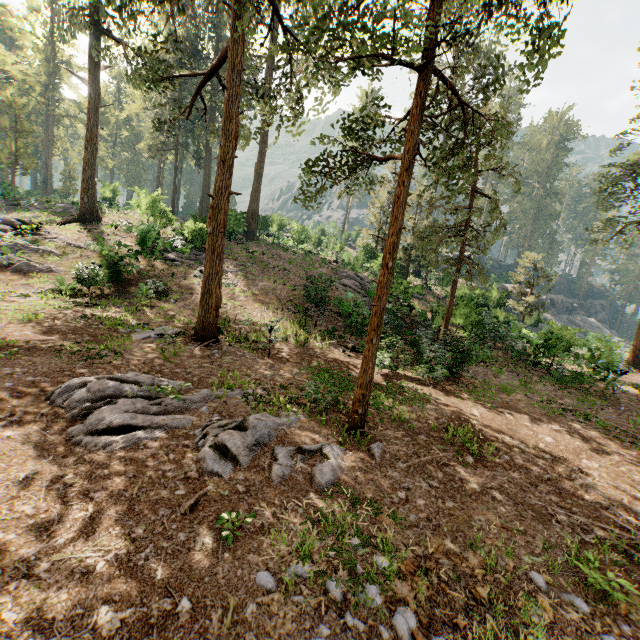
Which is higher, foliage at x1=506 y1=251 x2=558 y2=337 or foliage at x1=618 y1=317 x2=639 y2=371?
foliage at x1=506 y1=251 x2=558 y2=337

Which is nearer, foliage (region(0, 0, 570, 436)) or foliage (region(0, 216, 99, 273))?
foliage (region(0, 0, 570, 436))

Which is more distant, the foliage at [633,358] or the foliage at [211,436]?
the foliage at [633,358]

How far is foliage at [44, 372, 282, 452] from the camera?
5.8 meters

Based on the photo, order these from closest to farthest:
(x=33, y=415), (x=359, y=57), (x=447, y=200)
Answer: (x=359, y=57) → (x=33, y=415) → (x=447, y=200)

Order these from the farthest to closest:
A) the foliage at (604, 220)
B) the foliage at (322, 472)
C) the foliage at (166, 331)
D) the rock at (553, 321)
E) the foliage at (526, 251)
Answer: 1. the foliage at (526, 251)
2. the foliage at (604, 220)
3. the rock at (553, 321)
4. the foliage at (166, 331)
5. the foliage at (322, 472)

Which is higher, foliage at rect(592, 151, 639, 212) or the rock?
foliage at rect(592, 151, 639, 212)
